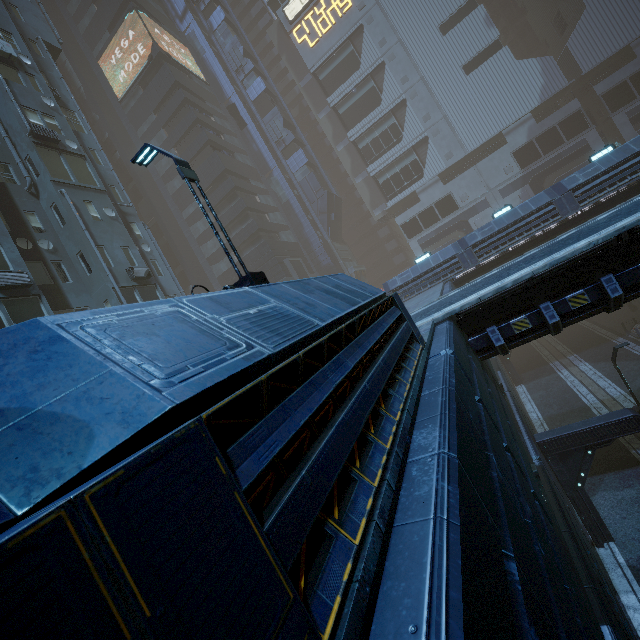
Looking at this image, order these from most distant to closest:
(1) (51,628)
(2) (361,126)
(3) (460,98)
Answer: (2) (361,126) < (3) (460,98) < (1) (51,628)

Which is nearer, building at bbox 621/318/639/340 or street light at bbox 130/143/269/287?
street light at bbox 130/143/269/287

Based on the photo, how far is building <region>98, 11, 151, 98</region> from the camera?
38.3m

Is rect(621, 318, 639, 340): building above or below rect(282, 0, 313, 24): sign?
below

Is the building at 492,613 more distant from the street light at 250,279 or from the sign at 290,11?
the street light at 250,279

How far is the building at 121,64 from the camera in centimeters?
3828cm

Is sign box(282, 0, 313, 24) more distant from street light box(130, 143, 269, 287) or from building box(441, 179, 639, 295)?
street light box(130, 143, 269, 287)

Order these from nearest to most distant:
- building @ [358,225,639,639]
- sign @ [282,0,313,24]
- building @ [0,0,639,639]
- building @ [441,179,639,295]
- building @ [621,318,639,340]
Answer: building @ [0,0,639,639]
building @ [358,225,639,639]
building @ [441,179,639,295]
building @ [621,318,639,340]
sign @ [282,0,313,24]
